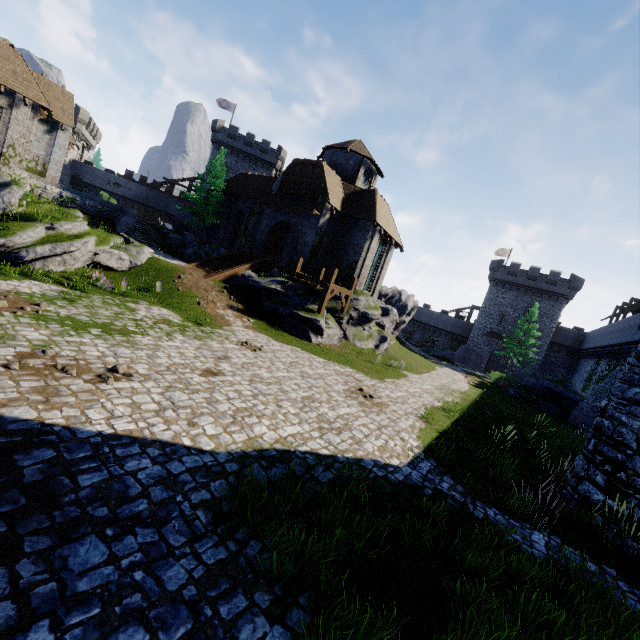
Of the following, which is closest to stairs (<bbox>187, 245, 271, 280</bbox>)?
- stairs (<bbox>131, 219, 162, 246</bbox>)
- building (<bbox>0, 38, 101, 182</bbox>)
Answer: stairs (<bbox>131, 219, 162, 246</bbox>)

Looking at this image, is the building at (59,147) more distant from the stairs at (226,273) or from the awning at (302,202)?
the awning at (302,202)

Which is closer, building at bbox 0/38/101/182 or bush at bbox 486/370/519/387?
building at bbox 0/38/101/182

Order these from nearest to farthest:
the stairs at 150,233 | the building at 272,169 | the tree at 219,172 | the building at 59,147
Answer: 1. the building at 59,147
2. the building at 272,169
3. the stairs at 150,233
4. the tree at 219,172

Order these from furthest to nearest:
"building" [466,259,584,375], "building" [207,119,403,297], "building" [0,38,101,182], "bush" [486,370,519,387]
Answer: "building" [466,259,584,375] → "bush" [486,370,519,387] → "building" [207,119,403,297] → "building" [0,38,101,182]

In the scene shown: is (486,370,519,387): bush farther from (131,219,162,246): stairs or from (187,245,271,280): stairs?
(131,219,162,246): stairs

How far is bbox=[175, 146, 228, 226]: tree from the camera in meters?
32.0 m

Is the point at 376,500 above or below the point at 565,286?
below
